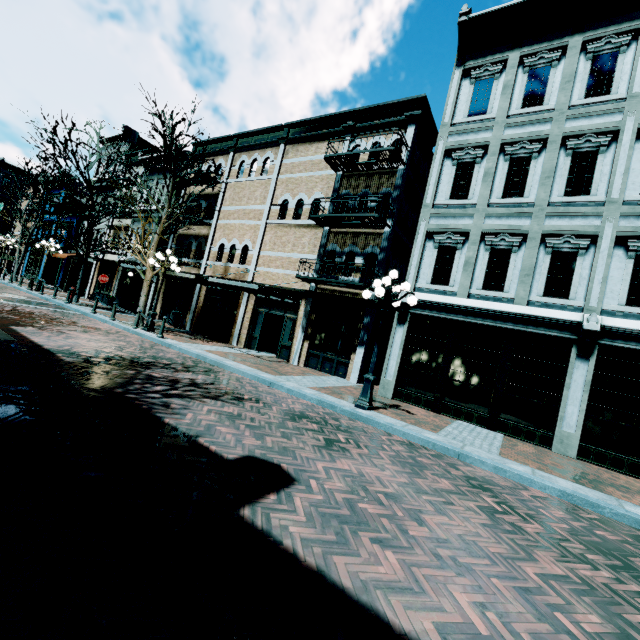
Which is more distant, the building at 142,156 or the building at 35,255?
the building at 35,255

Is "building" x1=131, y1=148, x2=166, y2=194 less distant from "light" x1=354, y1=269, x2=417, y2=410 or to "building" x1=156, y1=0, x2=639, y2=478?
"building" x1=156, y1=0, x2=639, y2=478

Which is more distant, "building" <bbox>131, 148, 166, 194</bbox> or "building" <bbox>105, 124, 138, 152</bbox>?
"building" <bbox>105, 124, 138, 152</bbox>

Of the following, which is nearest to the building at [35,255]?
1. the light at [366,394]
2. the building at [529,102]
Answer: the building at [529,102]

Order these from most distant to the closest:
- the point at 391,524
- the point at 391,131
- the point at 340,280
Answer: the point at 391,131, the point at 340,280, the point at 391,524
